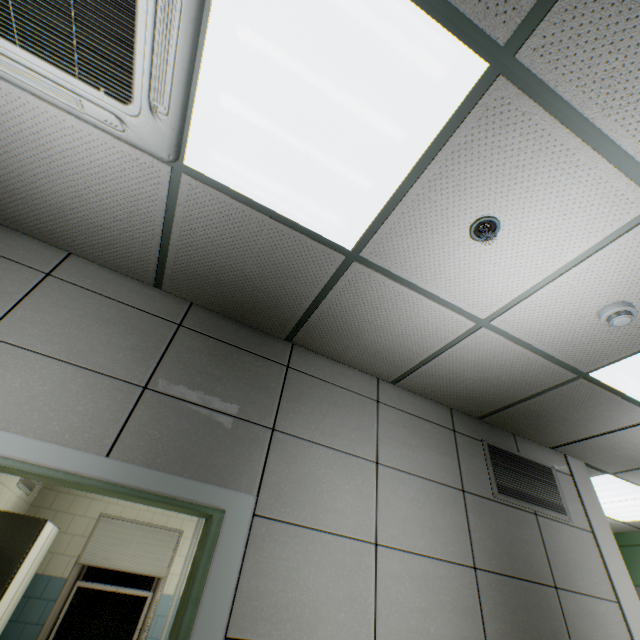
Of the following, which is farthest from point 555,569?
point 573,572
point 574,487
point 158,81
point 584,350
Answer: point 158,81

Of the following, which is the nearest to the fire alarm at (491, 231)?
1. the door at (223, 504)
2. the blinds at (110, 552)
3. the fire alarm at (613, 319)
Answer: the fire alarm at (613, 319)

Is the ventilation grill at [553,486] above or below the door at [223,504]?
above

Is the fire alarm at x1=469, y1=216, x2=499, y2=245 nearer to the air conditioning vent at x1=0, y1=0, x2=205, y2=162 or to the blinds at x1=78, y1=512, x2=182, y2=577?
the air conditioning vent at x1=0, y1=0, x2=205, y2=162

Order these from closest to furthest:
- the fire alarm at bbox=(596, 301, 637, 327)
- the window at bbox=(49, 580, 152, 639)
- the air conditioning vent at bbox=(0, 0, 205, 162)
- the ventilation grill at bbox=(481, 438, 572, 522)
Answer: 1. the air conditioning vent at bbox=(0, 0, 205, 162)
2. the fire alarm at bbox=(596, 301, 637, 327)
3. the ventilation grill at bbox=(481, 438, 572, 522)
4. the window at bbox=(49, 580, 152, 639)

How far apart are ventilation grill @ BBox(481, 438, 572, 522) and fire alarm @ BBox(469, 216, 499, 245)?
2.12m

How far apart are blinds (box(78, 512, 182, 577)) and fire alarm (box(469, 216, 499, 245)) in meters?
6.5 m

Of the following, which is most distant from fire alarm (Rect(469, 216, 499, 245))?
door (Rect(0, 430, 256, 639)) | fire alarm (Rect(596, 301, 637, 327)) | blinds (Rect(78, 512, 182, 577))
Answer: blinds (Rect(78, 512, 182, 577))
